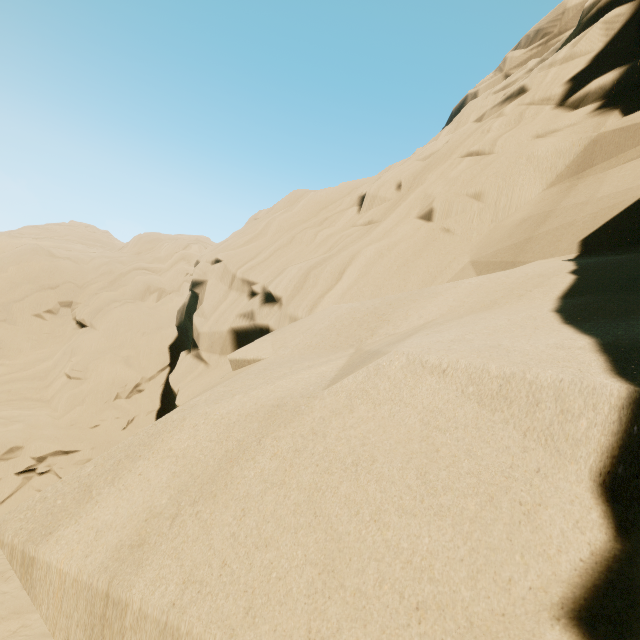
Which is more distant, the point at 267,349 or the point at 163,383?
the point at 163,383
